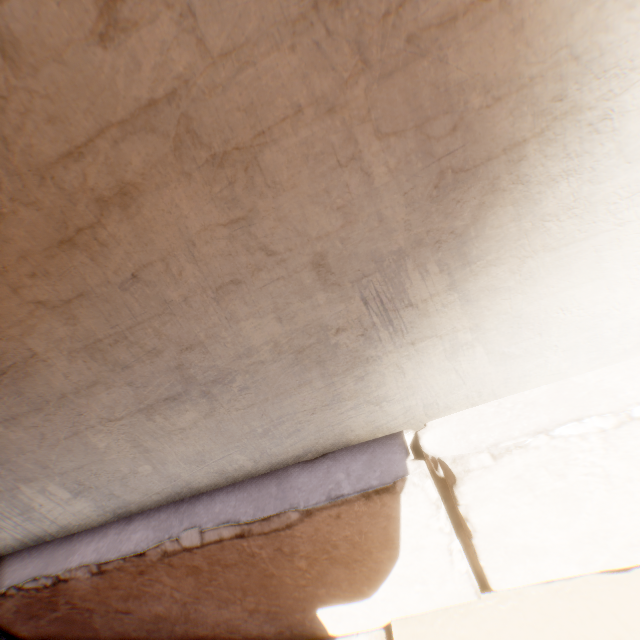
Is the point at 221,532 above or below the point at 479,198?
below
